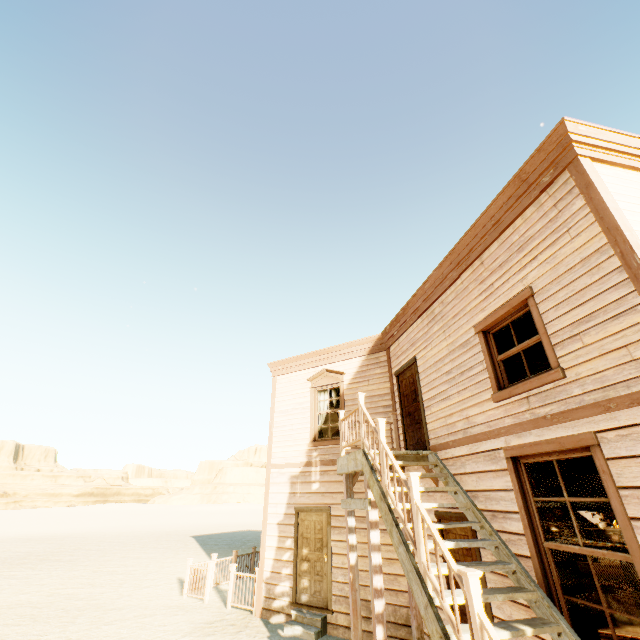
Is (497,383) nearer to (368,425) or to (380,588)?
(368,425)

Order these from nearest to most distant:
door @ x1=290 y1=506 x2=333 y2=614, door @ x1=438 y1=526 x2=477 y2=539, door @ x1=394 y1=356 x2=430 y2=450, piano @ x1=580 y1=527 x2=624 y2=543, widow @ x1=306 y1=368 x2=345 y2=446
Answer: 1. door @ x1=438 y1=526 x2=477 y2=539
2. door @ x1=394 y1=356 x2=430 y2=450
3. door @ x1=290 y1=506 x2=333 y2=614
4. widow @ x1=306 y1=368 x2=345 y2=446
5. piano @ x1=580 y1=527 x2=624 y2=543

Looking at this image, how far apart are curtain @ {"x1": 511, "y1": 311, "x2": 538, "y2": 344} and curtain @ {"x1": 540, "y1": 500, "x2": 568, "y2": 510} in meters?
1.4 m

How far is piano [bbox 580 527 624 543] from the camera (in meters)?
10.64

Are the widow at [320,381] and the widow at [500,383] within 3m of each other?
no

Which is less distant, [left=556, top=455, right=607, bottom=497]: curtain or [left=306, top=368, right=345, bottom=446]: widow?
[left=556, top=455, right=607, bottom=497]: curtain

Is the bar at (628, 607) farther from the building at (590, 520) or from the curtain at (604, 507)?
the curtain at (604, 507)

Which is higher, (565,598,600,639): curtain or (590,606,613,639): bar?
(565,598,600,639): curtain
